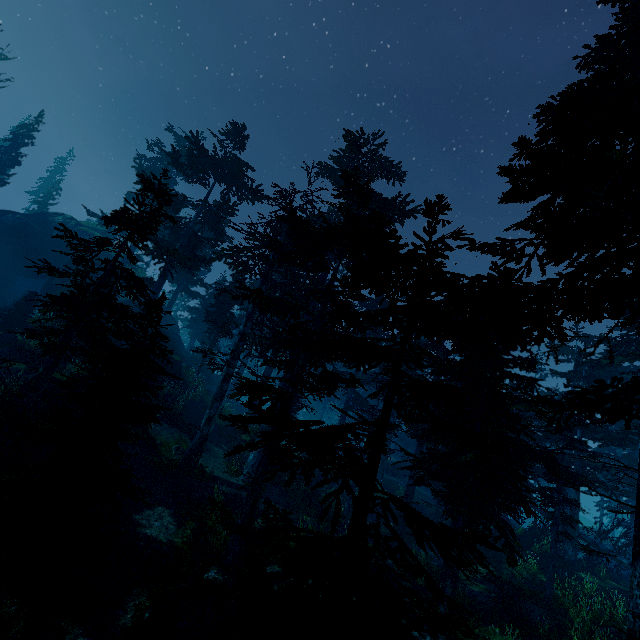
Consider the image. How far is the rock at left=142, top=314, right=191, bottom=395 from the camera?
23.5 meters

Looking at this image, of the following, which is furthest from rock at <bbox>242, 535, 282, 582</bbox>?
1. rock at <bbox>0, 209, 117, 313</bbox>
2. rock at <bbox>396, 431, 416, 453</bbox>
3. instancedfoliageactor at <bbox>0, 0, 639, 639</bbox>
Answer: rock at <bbox>396, 431, 416, 453</bbox>

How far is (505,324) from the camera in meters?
4.3 m

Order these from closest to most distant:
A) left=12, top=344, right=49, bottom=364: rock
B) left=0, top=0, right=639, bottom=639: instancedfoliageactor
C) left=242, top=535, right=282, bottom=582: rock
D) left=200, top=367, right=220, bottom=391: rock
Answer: left=0, top=0, right=639, bottom=639: instancedfoliageactor
left=242, top=535, right=282, bottom=582: rock
left=12, top=344, right=49, bottom=364: rock
left=200, top=367, right=220, bottom=391: rock

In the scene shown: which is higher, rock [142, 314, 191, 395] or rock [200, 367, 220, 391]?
rock [142, 314, 191, 395]

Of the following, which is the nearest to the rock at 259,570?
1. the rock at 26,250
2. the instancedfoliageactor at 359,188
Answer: the instancedfoliageactor at 359,188

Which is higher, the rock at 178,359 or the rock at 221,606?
the rock at 178,359
